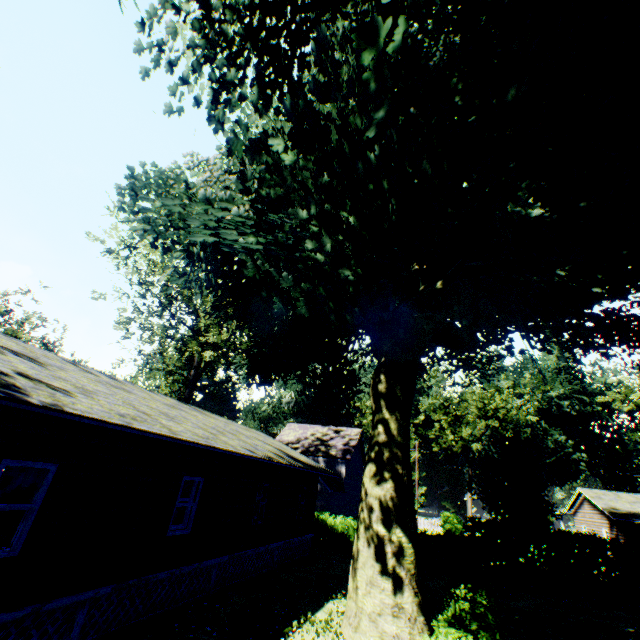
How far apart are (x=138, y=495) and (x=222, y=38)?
12.6 meters

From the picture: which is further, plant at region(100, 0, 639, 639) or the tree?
the tree

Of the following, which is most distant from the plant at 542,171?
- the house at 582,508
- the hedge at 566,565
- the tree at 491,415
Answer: the tree at 491,415

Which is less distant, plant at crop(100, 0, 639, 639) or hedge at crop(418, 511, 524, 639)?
plant at crop(100, 0, 639, 639)

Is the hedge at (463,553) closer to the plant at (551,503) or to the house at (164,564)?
the plant at (551,503)

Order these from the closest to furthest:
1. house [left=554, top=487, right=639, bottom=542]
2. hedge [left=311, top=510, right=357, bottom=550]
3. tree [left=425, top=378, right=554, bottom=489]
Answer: hedge [left=311, top=510, right=357, bottom=550] < house [left=554, top=487, right=639, bottom=542] < tree [left=425, top=378, right=554, bottom=489]

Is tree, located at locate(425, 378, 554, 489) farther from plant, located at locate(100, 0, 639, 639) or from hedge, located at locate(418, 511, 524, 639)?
plant, located at locate(100, 0, 639, 639)

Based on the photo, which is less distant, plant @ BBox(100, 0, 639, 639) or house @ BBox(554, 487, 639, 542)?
plant @ BBox(100, 0, 639, 639)
